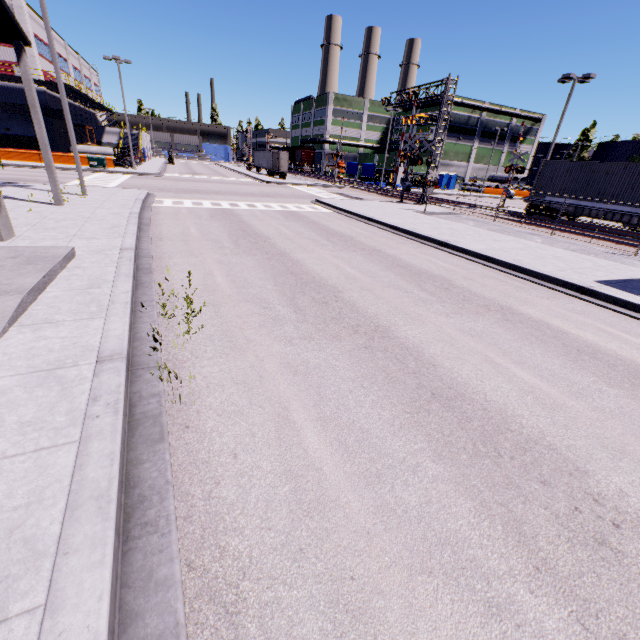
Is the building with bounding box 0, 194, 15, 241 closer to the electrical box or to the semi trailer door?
the electrical box

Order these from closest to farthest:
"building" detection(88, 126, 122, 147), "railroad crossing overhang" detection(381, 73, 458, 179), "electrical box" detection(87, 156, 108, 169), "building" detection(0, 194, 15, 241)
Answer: "building" detection(0, 194, 15, 241) → "railroad crossing overhang" detection(381, 73, 458, 179) → "electrical box" detection(87, 156, 108, 169) → "building" detection(88, 126, 122, 147)

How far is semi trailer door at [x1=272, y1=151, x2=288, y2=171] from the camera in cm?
4772

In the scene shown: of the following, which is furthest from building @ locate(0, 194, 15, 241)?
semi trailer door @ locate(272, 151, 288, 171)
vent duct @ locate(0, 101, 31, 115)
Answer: semi trailer door @ locate(272, 151, 288, 171)

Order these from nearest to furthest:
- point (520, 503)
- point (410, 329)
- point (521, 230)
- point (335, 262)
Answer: point (520, 503)
point (410, 329)
point (335, 262)
point (521, 230)

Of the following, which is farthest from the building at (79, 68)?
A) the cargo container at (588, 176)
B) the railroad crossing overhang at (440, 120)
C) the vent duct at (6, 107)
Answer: the railroad crossing overhang at (440, 120)

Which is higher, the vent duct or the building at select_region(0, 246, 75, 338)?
the vent duct

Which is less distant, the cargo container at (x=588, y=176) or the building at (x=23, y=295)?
the building at (x=23, y=295)
